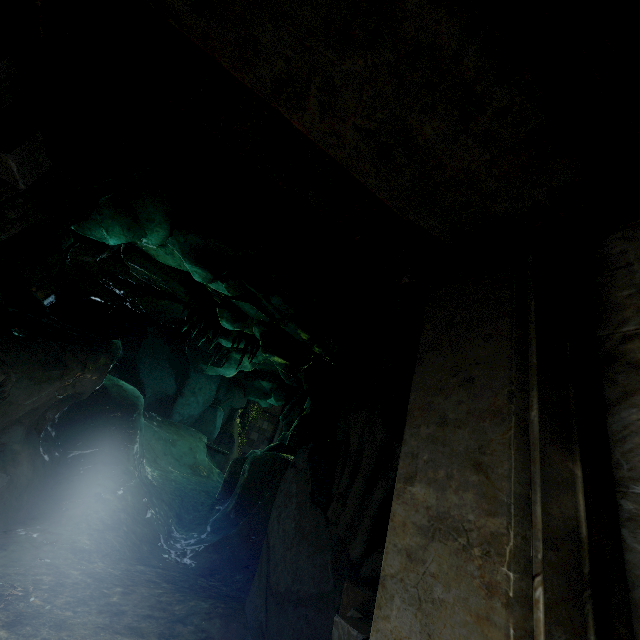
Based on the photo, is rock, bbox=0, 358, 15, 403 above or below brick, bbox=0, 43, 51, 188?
below

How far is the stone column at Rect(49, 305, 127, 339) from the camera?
8.2m

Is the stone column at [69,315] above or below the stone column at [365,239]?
above

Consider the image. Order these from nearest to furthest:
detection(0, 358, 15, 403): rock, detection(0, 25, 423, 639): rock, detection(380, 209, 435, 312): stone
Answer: detection(380, 209, 435, 312): stone → detection(0, 25, 423, 639): rock → detection(0, 358, 15, 403): rock

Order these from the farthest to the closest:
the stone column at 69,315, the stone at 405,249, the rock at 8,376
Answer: the stone column at 69,315 → the rock at 8,376 → the stone at 405,249

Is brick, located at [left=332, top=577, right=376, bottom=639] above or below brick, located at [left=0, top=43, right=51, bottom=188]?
below

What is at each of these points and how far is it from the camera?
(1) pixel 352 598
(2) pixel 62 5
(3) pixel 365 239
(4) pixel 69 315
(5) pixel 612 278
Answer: (1) brick, 3.0m
(2) stone, 1.5m
(3) stone column, 2.8m
(4) stone column, 8.6m
(5) trim, 1.1m

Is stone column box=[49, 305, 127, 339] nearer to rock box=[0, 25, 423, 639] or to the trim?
rock box=[0, 25, 423, 639]
